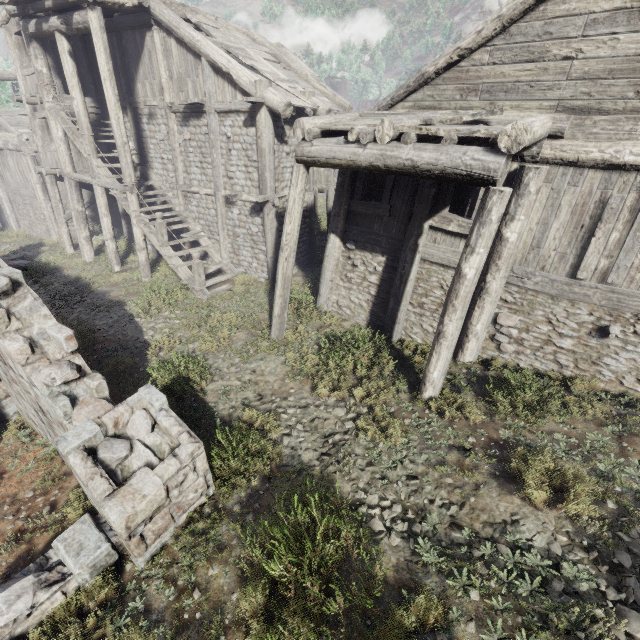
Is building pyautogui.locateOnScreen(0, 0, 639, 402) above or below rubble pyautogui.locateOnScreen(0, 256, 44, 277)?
above

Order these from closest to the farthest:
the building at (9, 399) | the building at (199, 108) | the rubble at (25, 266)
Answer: the building at (9, 399)
the building at (199, 108)
the rubble at (25, 266)

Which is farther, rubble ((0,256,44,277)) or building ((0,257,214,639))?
rubble ((0,256,44,277))

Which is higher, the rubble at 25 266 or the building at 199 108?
the building at 199 108

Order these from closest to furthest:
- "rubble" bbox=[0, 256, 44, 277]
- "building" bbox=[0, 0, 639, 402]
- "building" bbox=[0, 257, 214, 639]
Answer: "building" bbox=[0, 257, 214, 639] < "building" bbox=[0, 0, 639, 402] < "rubble" bbox=[0, 256, 44, 277]

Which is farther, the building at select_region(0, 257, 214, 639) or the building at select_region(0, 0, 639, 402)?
the building at select_region(0, 0, 639, 402)

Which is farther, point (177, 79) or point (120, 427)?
point (177, 79)
